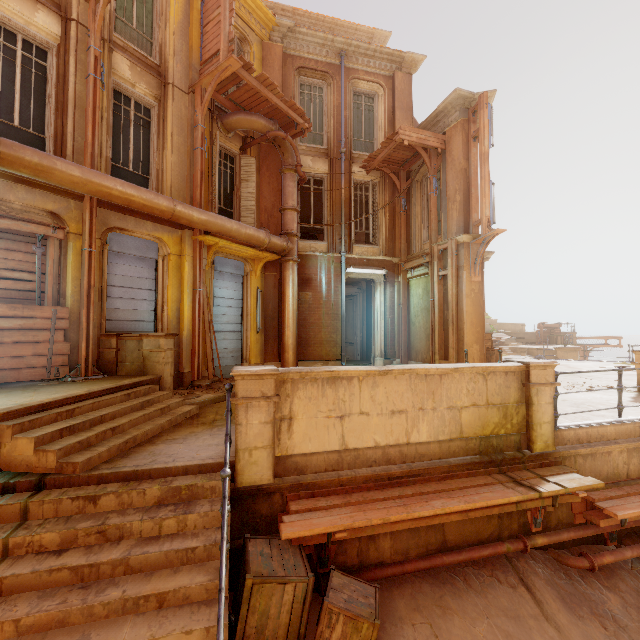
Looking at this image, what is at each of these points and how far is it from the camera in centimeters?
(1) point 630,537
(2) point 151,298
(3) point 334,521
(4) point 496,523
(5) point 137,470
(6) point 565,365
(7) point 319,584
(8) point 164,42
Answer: (1) rubble, 563cm
(2) shutter, 854cm
(3) trim, 374cm
(4) building, 506cm
(5) building, 391cm
(6) building, 1652cm
(7) pipe, 414cm
(8) window, 891cm

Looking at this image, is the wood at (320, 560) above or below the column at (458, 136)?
below

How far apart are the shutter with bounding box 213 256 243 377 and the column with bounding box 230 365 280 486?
5.7m

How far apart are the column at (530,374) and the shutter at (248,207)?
8.7m

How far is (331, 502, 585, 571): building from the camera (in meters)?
4.46

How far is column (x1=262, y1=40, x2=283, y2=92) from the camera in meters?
11.9

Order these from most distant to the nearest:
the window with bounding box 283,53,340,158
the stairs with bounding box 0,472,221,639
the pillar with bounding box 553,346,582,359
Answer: the pillar with bounding box 553,346,582,359 < the window with bounding box 283,53,340,158 < the stairs with bounding box 0,472,221,639

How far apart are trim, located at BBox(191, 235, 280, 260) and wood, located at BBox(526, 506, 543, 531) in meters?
9.1
